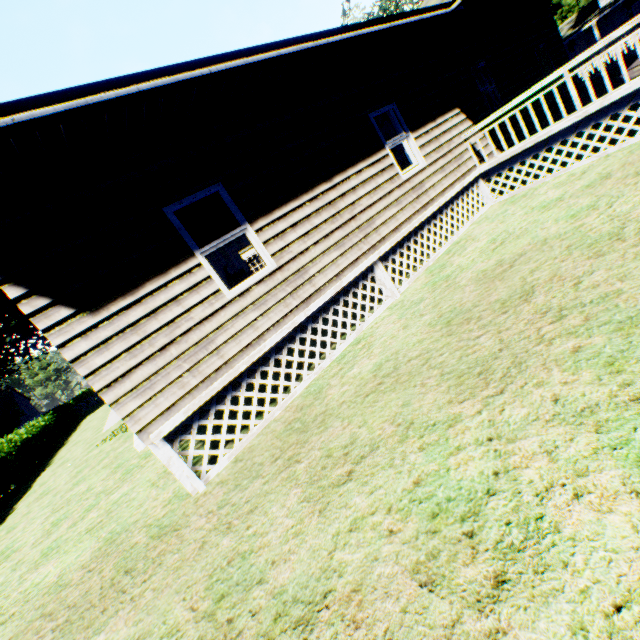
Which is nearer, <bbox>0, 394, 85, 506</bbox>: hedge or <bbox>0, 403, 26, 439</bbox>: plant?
<bbox>0, 394, 85, 506</bbox>: hedge

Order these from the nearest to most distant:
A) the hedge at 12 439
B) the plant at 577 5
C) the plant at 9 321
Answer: the hedge at 12 439 → the plant at 9 321 → the plant at 577 5

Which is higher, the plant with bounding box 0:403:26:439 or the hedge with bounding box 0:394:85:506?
the plant with bounding box 0:403:26:439

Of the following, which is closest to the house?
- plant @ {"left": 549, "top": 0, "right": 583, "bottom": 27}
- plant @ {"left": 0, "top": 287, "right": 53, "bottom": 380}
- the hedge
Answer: the hedge

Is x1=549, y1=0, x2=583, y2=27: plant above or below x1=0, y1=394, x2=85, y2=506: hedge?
above

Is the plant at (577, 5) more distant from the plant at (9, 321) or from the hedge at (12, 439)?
the hedge at (12, 439)

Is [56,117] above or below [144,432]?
above

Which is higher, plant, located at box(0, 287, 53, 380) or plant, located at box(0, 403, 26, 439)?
plant, located at box(0, 287, 53, 380)
